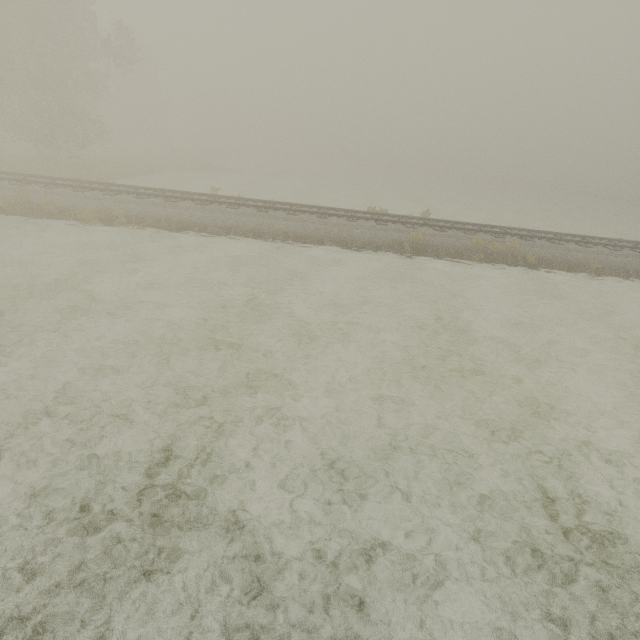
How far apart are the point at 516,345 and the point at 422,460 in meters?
5.5 m
